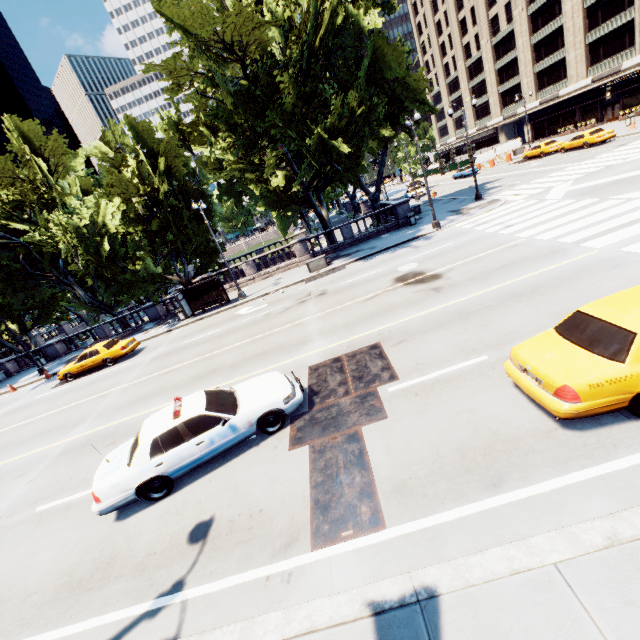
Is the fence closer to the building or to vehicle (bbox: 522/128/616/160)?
the building

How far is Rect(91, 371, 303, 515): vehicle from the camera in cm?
717

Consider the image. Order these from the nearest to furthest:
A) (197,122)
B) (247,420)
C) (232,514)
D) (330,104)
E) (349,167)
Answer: (232,514)
(247,420)
(330,104)
(349,167)
(197,122)

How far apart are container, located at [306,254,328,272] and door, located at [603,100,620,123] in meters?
46.2

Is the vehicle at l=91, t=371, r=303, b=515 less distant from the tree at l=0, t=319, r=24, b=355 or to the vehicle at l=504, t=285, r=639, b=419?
the vehicle at l=504, t=285, r=639, b=419

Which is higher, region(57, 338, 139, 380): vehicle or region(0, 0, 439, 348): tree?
region(0, 0, 439, 348): tree

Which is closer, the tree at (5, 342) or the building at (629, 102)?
the tree at (5, 342)

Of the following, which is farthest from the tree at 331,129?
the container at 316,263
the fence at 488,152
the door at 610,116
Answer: the door at 610,116
